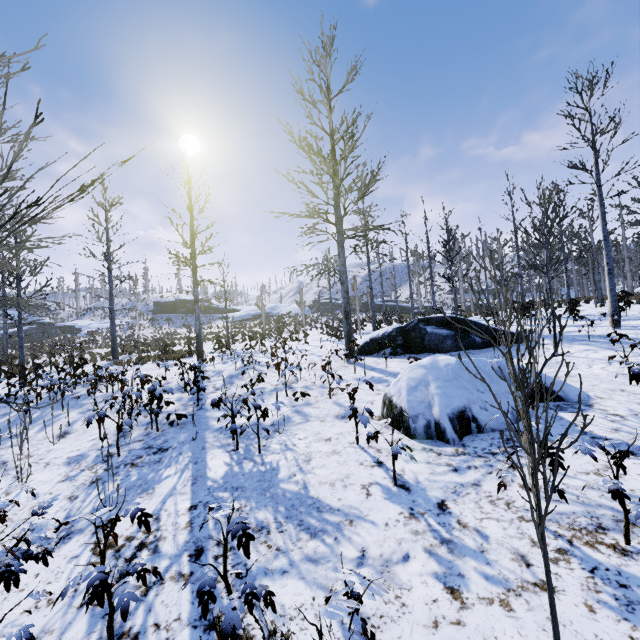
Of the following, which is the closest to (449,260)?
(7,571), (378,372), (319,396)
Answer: (378,372)

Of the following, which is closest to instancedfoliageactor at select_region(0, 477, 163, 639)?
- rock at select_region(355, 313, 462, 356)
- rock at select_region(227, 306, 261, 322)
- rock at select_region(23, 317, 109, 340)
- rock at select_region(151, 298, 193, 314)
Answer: rock at select_region(355, 313, 462, 356)

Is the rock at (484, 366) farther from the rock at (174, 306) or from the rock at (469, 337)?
the rock at (174, 306)

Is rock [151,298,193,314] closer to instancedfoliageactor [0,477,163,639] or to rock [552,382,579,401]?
instancedfoliageactor [0,477,163,639]

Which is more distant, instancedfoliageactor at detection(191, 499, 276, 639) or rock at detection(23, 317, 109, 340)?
rock at detection(23, 317, 109, 340)

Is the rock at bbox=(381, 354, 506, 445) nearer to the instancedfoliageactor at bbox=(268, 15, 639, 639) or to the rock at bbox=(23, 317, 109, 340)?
the instancedfoliageactor at bbox=(268, 15, 639, 639)

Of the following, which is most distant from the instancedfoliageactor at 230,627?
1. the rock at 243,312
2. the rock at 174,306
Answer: the rock at 174,306
